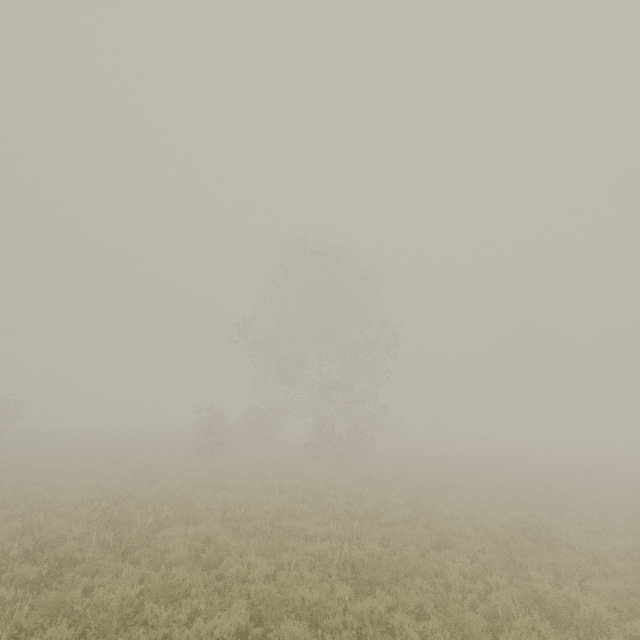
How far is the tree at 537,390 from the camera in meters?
47.6 m

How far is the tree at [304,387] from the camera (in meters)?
24.77

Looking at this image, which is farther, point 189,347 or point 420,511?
point 189,347

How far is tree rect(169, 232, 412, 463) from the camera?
24.77m

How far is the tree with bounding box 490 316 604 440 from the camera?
47.6 meters

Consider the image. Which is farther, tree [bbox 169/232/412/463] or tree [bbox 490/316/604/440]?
tree [bbox 490/316/604/440]
